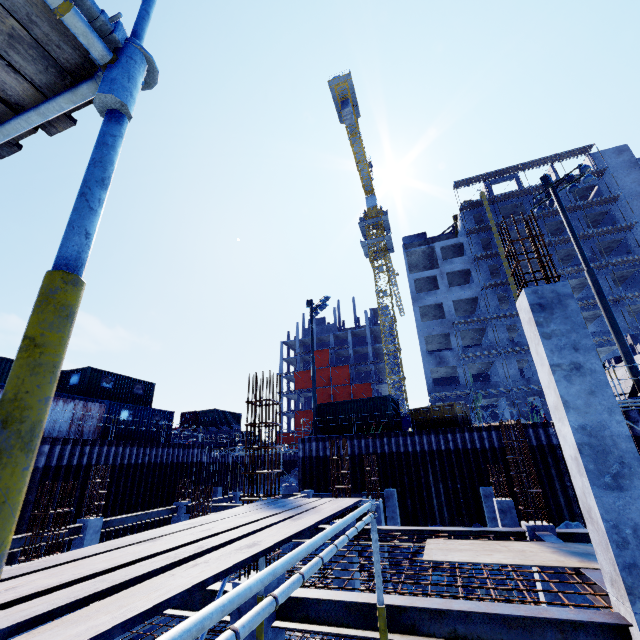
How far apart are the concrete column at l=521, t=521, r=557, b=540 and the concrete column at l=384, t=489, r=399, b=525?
10.31m

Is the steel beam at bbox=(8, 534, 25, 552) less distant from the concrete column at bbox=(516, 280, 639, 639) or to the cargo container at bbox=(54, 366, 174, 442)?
the cargo container at bbox=(54, 366, 174, 442)

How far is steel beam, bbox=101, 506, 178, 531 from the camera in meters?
12.8 m

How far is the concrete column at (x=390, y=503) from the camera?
17.2 meters

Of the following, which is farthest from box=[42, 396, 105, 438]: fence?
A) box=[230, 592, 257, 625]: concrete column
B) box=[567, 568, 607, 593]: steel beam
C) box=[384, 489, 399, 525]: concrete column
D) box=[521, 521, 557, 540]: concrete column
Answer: box=[384, 489, 399, 525]: concrete column

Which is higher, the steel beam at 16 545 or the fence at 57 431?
the fence at 57 431

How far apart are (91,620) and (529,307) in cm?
570

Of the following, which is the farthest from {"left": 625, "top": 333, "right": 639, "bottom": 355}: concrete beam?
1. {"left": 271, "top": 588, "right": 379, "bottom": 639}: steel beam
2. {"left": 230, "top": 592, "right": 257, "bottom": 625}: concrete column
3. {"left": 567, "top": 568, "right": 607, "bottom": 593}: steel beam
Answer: {"left": 230, "top": 592, "right": 257, "bottom": 625}: concrete column
